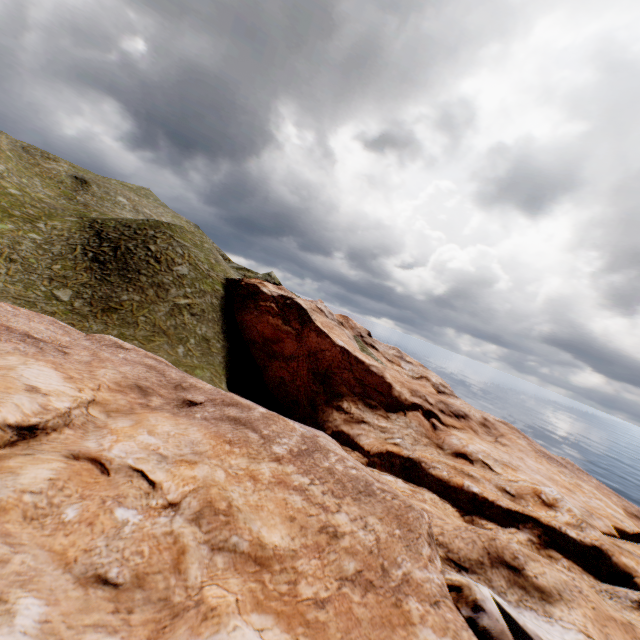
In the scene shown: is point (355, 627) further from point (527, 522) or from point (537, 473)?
point (537, 473)
